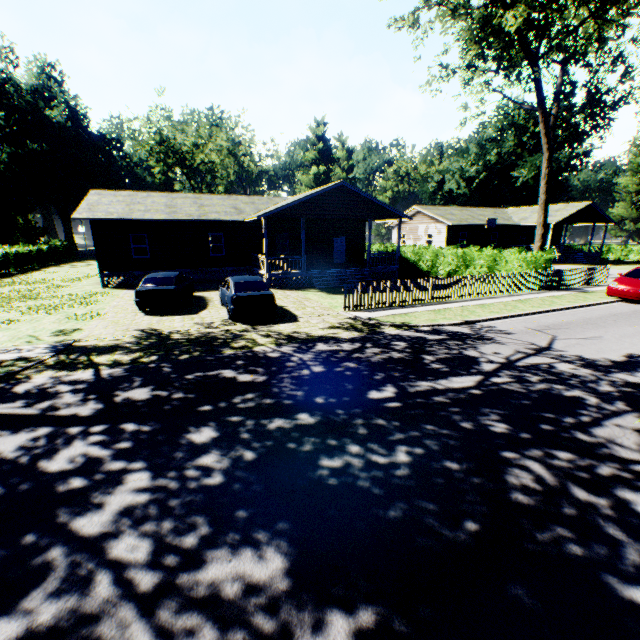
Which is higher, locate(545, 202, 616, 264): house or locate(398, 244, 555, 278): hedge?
locate(545, 202, 616, 264): house

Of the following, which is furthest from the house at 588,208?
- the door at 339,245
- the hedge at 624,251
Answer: the door at 339,245

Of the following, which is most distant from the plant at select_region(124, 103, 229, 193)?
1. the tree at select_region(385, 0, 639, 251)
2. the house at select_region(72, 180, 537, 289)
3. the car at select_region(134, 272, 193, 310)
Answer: the house at select_region(72, 180, 537, 289)

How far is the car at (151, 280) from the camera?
14.1m

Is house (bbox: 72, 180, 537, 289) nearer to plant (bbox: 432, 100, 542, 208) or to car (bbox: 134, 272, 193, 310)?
car (bbox: 134, 272, 193, 310)

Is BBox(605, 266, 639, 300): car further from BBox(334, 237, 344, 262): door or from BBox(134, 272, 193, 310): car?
BBox(134, 272, 193, 310): car

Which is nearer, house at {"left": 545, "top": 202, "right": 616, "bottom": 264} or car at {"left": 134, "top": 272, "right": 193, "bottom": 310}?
car at {"left": 134, "top": 272, "right": 193, "bottom": 310}

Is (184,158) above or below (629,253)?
above
